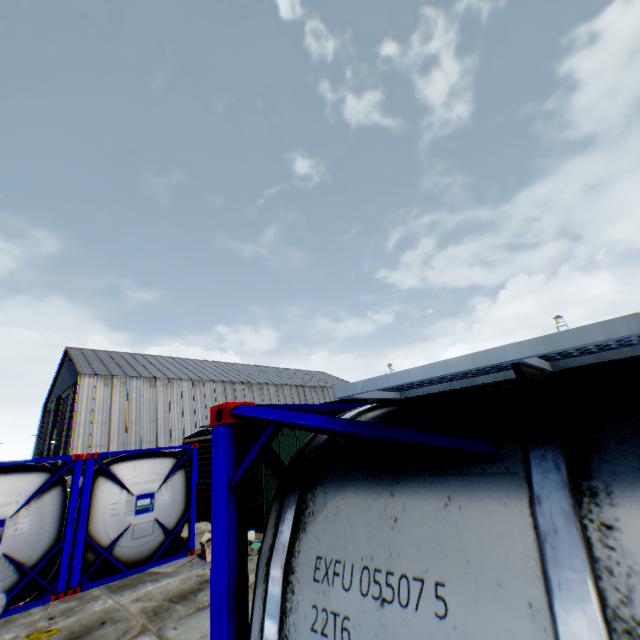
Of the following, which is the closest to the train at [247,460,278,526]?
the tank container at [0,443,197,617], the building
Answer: the tank container at [0,443,197,617]

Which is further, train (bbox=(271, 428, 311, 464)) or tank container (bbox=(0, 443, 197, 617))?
train (bbox=(271, 428, 311, 464))

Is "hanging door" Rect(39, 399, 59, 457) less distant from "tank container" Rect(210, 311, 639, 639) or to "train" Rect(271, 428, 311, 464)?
"train" Rect(271, 428, 311, 464)

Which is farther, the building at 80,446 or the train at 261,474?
the building at 80,446

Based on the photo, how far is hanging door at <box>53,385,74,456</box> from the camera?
32.8 meters

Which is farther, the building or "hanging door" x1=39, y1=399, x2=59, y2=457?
"hanging door" x1=39, y1=399, x2=59, y2=457

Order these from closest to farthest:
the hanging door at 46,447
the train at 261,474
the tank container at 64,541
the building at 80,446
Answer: the tank container at 64,541
the train at 261,474
the building at 80,446
the hanging door at 46,447

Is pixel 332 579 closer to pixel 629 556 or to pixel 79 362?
pixel 629 556
